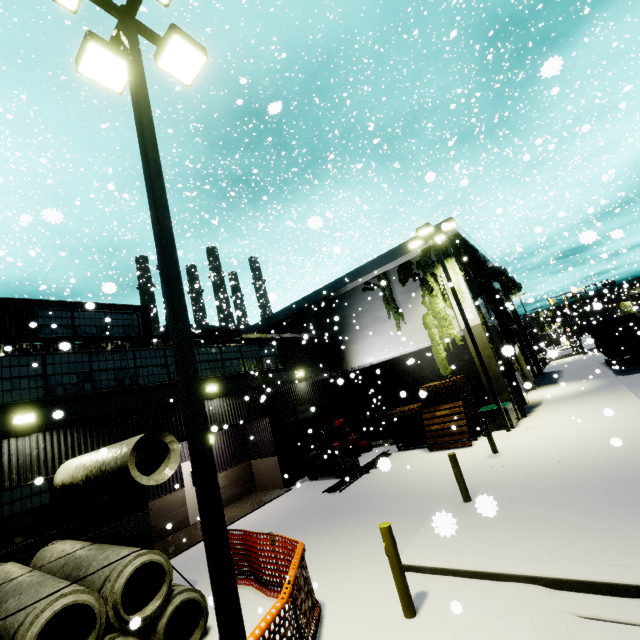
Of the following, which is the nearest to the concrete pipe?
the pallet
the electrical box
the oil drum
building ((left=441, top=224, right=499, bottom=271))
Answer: building ((left=441, top=224, right=499, bottom=271))

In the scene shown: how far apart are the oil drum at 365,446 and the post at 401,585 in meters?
13.0 m

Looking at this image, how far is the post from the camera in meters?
5.0 m

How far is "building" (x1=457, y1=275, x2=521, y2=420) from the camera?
15.5 meters

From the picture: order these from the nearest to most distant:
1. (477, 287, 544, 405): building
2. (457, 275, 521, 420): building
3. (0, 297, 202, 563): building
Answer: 1. (0, 297, 202, 563): building
2. (457, 275, 521, 420): building
3. (477, 287, 544, 405): building

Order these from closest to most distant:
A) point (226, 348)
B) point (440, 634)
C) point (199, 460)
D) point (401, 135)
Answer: point (199, 460)
point (440, 634)
point (226, 348)
point (401, 135)

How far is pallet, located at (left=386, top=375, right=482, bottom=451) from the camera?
14.3 meters

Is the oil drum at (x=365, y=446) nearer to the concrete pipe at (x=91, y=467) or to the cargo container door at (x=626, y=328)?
the concrete pipe at (x=91, y=467)
